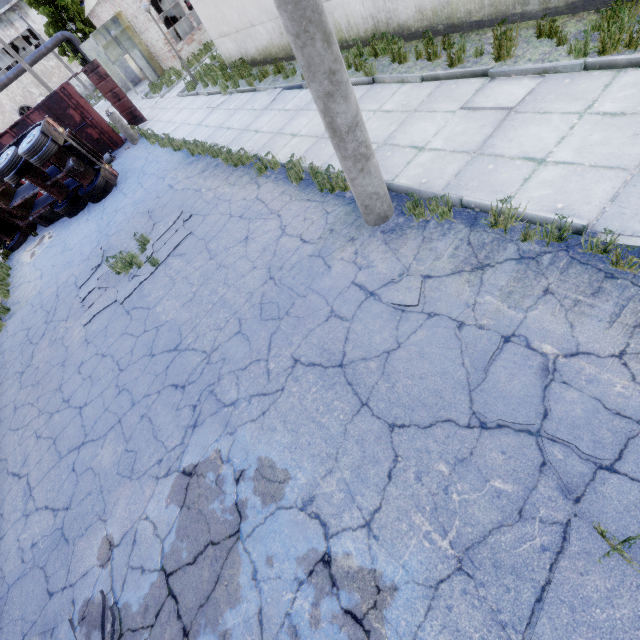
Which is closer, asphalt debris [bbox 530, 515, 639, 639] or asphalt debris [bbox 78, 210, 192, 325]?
asphalt debris [bbox 530, 515, 639, 639]

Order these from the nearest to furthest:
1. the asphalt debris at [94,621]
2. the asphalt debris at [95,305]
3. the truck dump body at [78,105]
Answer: the asphalt debris at [94,621] < the asphalt debris at [95,305] < the truck dump body at [78,105]

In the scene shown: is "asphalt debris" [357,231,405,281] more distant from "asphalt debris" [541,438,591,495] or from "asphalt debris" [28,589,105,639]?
"asphalt debris" [28,589,105,639]

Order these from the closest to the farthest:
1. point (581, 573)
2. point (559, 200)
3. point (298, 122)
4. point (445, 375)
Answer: point (581, 573) → point (445, 375) → point (559, 200) → point (298, 122)

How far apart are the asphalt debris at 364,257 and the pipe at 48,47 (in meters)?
39.11

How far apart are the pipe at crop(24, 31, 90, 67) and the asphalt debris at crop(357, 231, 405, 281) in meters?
39.1

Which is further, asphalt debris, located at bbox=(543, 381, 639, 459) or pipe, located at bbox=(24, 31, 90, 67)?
pipe, located at bbox=(24, 31, 90, 67)

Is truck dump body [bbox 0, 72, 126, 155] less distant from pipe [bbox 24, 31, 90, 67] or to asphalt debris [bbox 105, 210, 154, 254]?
asphalt debris [bbox 105, 210, 154, 254]
